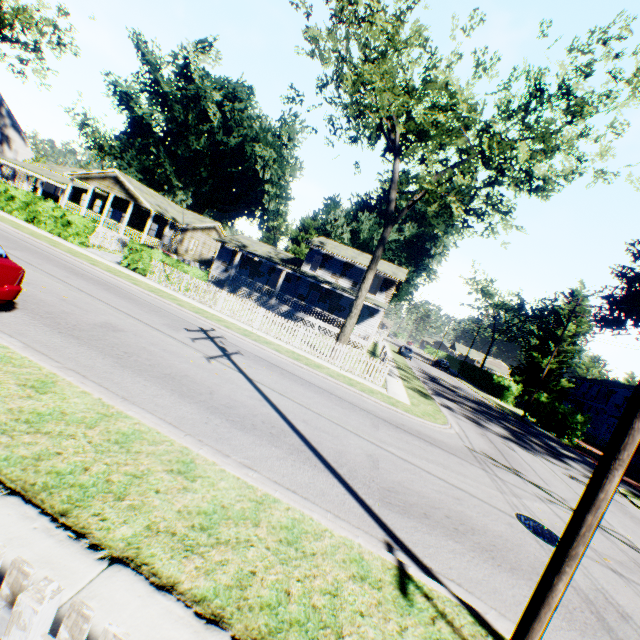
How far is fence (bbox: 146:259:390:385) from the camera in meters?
16.7 m

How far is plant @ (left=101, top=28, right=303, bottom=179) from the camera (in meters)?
55.44

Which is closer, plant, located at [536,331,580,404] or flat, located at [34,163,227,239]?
flat, located at [34,163,227,239]

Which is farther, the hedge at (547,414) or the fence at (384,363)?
the hedge at (547,414)

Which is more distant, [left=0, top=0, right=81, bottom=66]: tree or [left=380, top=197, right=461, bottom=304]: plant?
[left=380, top=197, right=461, bottom=304]: plant

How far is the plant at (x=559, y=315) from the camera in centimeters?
4206cm

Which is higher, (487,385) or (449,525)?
(487,385)
